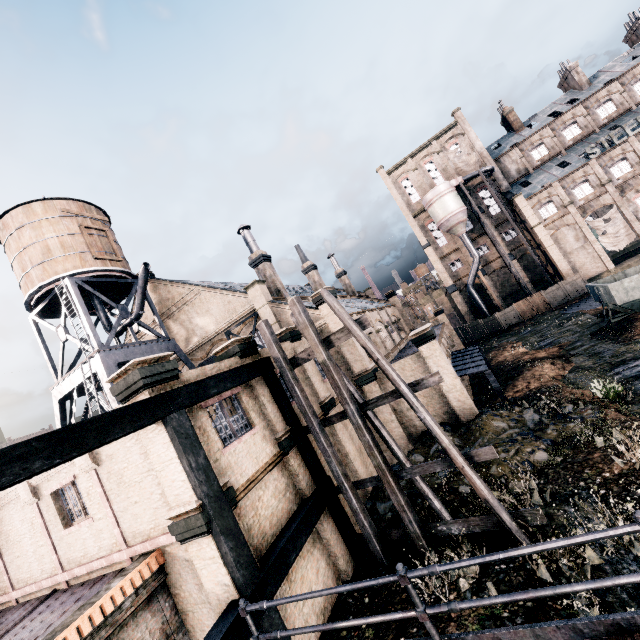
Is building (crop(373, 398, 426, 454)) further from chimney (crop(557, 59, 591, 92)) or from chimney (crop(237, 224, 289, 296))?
chimney (crop(557, 59, 591, 92))

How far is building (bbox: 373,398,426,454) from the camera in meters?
20.7 m

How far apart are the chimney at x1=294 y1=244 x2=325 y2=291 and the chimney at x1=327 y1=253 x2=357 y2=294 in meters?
10.8

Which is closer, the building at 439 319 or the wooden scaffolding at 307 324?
the wooden scaffolding at 307 324

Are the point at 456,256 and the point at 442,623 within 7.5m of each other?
no

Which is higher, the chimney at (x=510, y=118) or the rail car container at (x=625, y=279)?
the chimney at (x=510, y=118)

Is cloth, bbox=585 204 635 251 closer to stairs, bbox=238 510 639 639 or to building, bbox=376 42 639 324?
building, bbox=376 42 639 324

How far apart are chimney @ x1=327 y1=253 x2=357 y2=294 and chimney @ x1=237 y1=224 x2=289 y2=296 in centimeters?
2198cm
